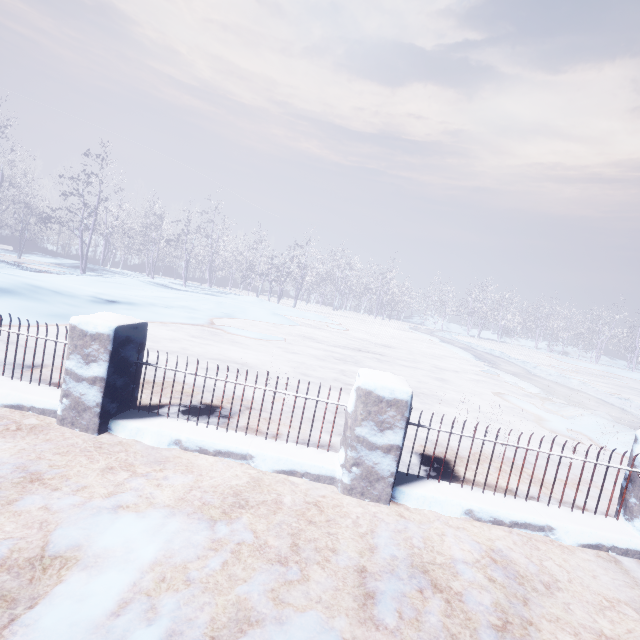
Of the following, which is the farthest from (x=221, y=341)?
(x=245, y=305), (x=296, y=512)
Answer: (x=245, y=305)
